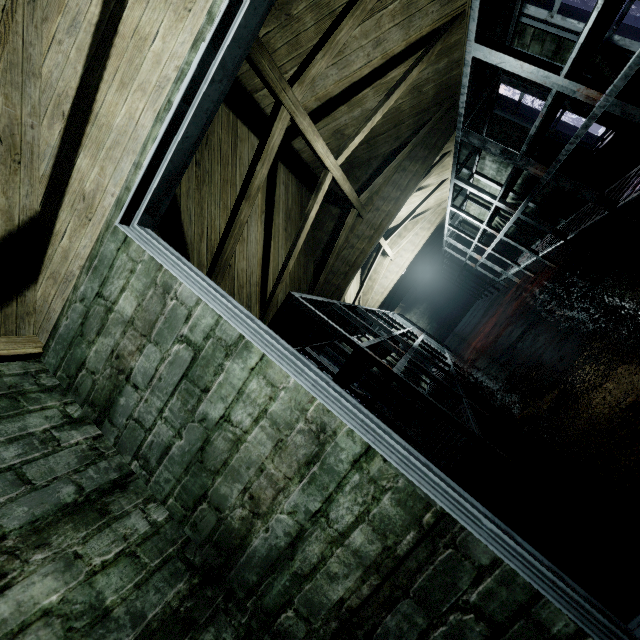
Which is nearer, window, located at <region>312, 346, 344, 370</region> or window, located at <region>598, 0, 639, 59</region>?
window, located at <region>598, 0, 639, 59</region>

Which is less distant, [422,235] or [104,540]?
[104,540]

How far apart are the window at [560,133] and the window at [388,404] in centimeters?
319cm

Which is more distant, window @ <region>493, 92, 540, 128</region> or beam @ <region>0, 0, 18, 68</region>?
window @ <region>493, 92, 540, 128</region>

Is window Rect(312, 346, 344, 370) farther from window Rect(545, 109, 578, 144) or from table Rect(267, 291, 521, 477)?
window Rect(545, 109, 578, 144)

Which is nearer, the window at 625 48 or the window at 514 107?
the window at 625 48

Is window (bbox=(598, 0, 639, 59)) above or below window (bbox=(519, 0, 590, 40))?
below

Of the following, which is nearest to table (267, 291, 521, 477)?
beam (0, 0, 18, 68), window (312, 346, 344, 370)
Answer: window (312, 346, 344, 370)
